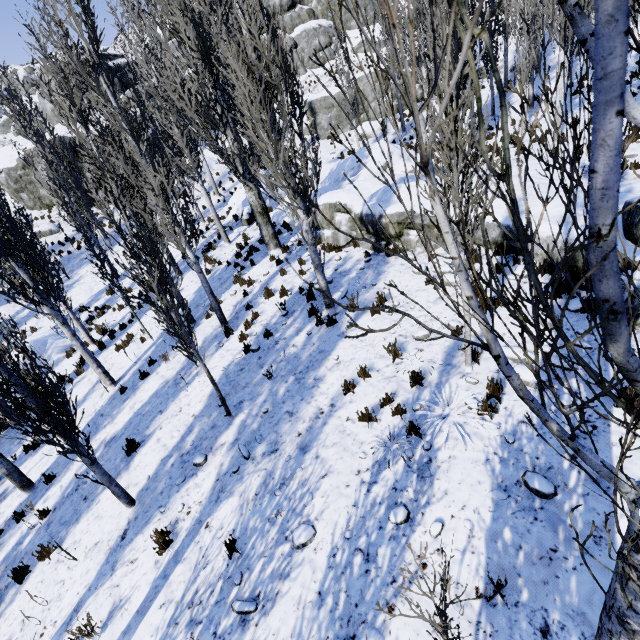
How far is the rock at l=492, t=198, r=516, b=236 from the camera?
8.09m

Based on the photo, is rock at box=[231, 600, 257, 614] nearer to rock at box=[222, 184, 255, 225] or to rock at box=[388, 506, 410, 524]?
rock at box=[388, 506, 410, 524]

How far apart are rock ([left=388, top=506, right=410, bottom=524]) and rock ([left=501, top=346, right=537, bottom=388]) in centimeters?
281cm

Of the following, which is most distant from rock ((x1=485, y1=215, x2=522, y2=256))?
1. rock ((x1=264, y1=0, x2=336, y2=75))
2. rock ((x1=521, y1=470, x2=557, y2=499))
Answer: rock ((x1=264, y1=0, x2=336, y2=75))

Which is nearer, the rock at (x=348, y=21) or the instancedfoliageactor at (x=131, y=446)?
the instancedfoliageactor at (x=131, y=446)

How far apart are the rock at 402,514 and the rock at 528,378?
2.8m

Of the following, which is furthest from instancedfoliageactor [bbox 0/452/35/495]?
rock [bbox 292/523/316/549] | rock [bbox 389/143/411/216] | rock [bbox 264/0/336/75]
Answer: rock [bbox 292/523/316/549]

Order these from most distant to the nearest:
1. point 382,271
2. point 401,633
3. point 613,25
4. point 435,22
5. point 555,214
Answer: point 435,22, point 382,271, point 555,214, point 401,633, point 613,25
